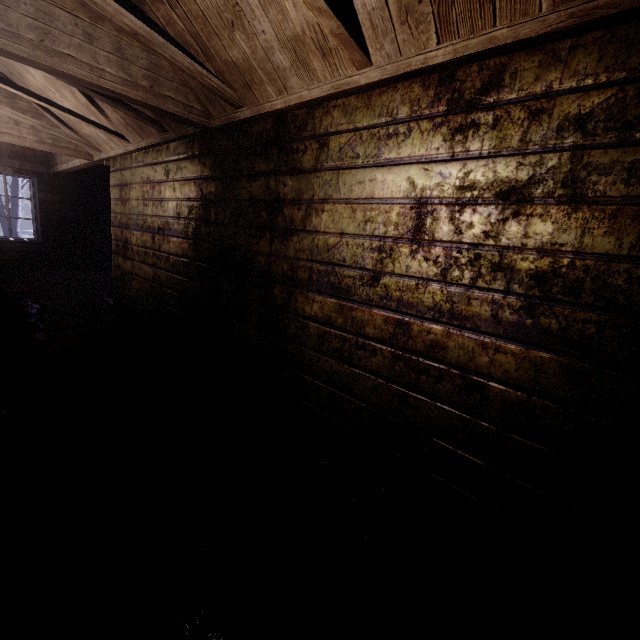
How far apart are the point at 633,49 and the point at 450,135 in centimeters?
57cm

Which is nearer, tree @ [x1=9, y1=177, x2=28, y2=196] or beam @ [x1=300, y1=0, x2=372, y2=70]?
beam @ [x1=300, y1=0, x2=372, y2=70]

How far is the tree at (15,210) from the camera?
8.45m

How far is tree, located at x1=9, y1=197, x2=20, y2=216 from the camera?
8.45m
